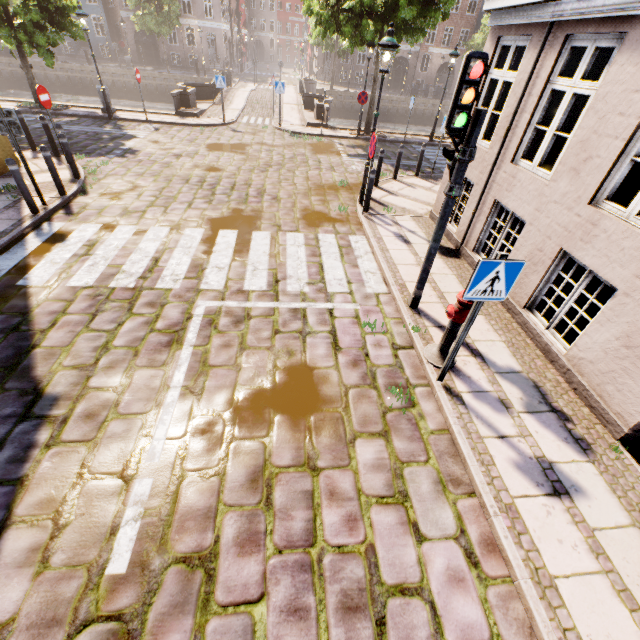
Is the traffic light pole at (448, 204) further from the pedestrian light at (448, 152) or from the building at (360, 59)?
the building at (360, 59)

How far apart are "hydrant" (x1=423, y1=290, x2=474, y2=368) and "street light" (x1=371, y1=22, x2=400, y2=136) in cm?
575

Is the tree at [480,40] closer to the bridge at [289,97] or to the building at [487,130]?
the bridge at [289,97]

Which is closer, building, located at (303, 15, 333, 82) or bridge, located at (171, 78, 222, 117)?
bridge, located at (171, 78, 222, 117)

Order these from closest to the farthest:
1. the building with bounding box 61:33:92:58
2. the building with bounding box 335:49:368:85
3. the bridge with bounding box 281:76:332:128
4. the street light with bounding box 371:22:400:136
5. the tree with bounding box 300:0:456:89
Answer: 1. the street light with bounding box 371:22:400:136
2. the tree with bounding box 300:0:456:89
3. the bridge with bounding box 281:76:332:128
4. the building with bounding box 61:33:92:58
5. the building with bounding box 335:49:368:85

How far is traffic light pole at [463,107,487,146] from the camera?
3.8m

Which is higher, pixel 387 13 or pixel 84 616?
pixel 387 13

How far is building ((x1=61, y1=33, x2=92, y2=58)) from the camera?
36.3 meters
